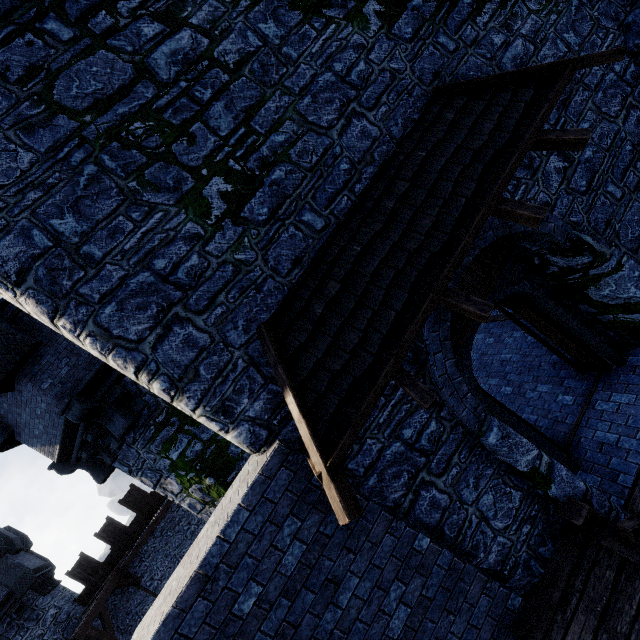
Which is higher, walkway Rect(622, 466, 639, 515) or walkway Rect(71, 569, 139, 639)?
walkway Rect(71, 569, 139, 639)

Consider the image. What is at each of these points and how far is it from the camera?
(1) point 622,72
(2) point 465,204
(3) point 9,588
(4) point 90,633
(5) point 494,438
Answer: (1) building tower, 5.4m
(2) awning, 3.8m
(3) building tower, 13.6m
(4) walkway, 12.6m
(5) building tower, 4.1m

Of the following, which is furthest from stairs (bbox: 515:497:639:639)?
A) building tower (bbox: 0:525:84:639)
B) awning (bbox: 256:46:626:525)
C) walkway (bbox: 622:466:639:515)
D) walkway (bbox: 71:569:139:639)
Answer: building tower (bbox: 0:525:84:639)

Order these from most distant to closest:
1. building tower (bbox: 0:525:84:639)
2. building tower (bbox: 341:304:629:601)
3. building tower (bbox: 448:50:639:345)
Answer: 1. building tower (bbox: 0:525:84:639)
2. building tower (bbox: 448:50:639:345)
3. building tower (bbox: 341:304:629:601)

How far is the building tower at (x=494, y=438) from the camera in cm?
398

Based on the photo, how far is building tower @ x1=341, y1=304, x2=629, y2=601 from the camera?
4.0m

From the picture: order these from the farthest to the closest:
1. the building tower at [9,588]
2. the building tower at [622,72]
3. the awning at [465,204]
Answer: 1. the building tower at [9,588]
2. the building tower at [622,72]
3. the awning at [465,204]

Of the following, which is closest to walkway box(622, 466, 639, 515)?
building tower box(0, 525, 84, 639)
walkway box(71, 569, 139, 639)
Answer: walkway box(71, 569, 139, 639)
